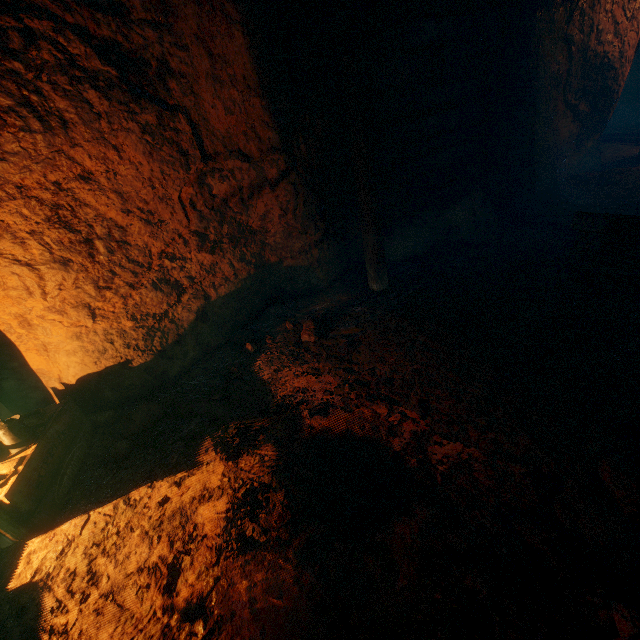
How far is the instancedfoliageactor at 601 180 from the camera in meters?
6.3 m

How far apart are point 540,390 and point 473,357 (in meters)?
0.65

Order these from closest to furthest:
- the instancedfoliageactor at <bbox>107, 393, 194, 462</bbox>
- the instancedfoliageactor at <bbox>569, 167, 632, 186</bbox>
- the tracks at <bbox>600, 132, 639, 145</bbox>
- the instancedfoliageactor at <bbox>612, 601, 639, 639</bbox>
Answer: the instancedfoliageactor at <bbox>612, 601, 639, 639</bbox>, the instancedfoliageactor at <bbox>107, 393, 194, 462</bbox>, the instancedfoliageactor at <bbox>569, 167, 632, 186</bbox>, the tracks at <bbox>600, 132, 639, 145</bbox>

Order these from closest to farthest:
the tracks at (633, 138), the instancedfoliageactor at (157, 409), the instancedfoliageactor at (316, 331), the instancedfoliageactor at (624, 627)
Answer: the instancedfoliageactor at (624, 627) < the instancedfoliageactor at (157, 409) < the instancedfoliageactor at (316, 331) < the tracks at (633, 138)

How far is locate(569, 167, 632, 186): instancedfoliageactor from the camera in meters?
6.3

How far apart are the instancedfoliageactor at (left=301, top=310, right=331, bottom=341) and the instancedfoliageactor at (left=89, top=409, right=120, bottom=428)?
2.27m

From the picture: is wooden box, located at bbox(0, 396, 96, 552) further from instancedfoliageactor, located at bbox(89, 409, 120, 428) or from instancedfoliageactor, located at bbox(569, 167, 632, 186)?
instancedfoliageactor, located at bbox(569, 167, 632, 186)

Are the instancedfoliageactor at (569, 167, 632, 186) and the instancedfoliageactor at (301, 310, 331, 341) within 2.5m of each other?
no
